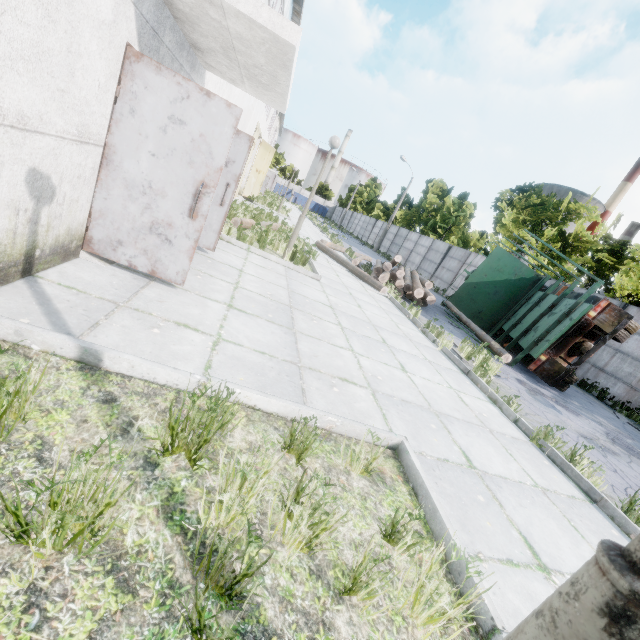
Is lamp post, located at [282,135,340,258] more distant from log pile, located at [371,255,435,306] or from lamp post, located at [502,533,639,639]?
lamp post, located at [502,533,639,639]

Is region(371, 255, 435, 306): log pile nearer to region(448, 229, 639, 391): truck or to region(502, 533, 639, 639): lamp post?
region(448, 229, 639, 391): truck

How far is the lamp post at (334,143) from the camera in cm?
821

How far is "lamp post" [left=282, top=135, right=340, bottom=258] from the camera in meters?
8.2

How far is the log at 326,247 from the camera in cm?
1146

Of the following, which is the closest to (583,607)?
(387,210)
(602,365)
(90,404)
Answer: (90,404)

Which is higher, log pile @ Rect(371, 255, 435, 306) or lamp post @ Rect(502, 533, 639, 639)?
lamp post @ Rect(502, 533, 639, 639)

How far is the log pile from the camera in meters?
11.7 m
